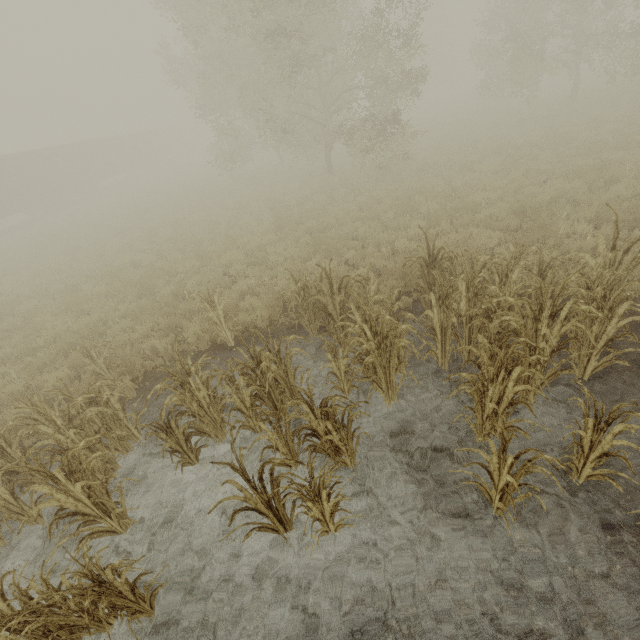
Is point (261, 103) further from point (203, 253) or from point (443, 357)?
point (443, 357)
